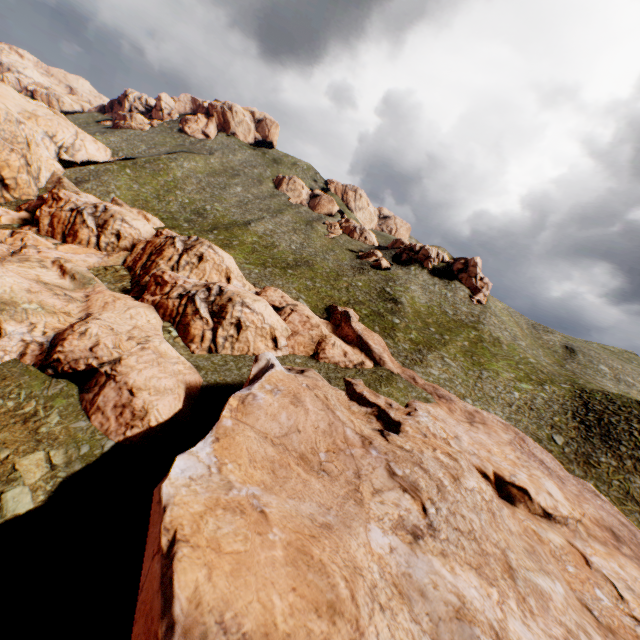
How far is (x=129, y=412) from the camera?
24.9m

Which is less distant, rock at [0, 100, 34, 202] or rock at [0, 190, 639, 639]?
rock at [0, 190, 639, 639]

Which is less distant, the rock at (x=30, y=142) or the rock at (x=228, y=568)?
the rock at (x=228, y=568)
